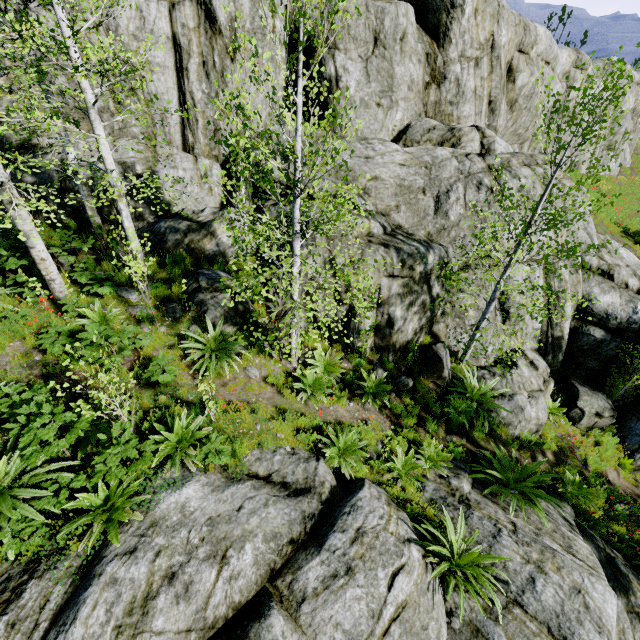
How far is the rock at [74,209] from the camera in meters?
8.6 m

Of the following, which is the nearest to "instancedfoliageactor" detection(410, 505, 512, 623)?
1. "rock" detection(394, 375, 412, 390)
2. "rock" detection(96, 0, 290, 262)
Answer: "rock" detection(96, 0, 290, 262)

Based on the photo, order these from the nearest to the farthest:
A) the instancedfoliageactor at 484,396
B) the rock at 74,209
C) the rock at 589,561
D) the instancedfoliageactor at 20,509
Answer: the rock at 589,561, the instancedfoliageactor at 20,509, the instancedfoliageactor at 484,396, the rock at 74,209

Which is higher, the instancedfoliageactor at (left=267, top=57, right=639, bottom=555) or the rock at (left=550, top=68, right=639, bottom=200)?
the rock at (left=550, top=68, right=639, bottom=200)

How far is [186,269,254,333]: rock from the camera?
7.90m

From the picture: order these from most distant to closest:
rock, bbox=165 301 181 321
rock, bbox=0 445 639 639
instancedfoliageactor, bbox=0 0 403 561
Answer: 1. rock, bbox=165 301 181 321
2. instancedfoliageactor, bbox=0 0 403 561
3. rock, bbox=0 445 639 639

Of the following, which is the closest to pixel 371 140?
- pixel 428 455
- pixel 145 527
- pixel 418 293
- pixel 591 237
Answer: pixel 418 293

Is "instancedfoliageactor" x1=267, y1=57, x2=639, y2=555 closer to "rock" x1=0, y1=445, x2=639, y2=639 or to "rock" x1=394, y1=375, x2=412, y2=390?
"rock" x1=0, y1=445, x2=639, y2=639
